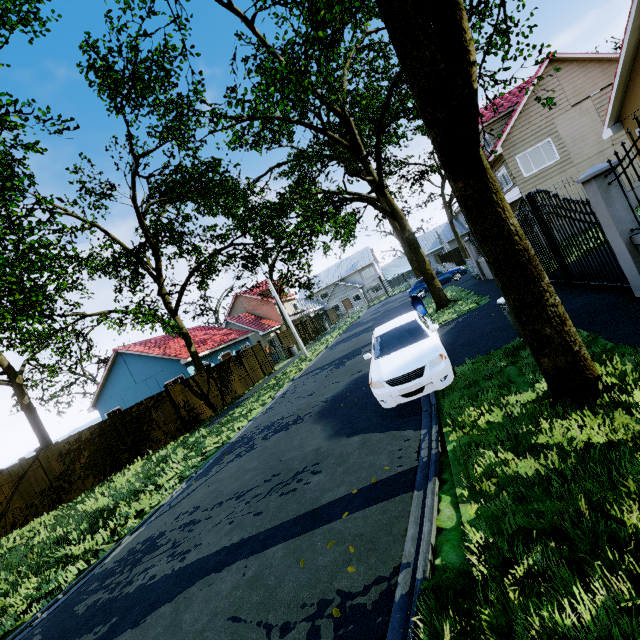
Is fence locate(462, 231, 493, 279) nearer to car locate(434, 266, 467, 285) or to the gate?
the gate

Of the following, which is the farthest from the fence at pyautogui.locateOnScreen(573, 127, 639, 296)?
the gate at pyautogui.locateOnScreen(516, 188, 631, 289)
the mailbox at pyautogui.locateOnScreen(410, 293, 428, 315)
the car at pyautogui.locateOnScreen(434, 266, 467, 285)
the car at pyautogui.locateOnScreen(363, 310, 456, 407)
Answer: the car at pyautogui.locateOnScreen(434, 266, 467, 285)

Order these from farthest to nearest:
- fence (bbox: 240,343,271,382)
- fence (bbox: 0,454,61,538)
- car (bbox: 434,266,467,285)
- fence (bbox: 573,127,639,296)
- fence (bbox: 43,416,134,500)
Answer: car (bbox: 434,266,467,285) < fence (bbox: 240,343,271,382) < fence (bbox: 43,416,134,500) < fence (bbox: 0,454,61,538) < fence (bbox: 573,127,639,296)

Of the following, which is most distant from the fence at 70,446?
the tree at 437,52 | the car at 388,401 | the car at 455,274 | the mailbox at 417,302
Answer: the car at 388,401

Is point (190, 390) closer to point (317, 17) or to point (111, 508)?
point (111, 508)

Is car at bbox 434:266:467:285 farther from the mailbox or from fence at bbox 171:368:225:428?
the mailbox

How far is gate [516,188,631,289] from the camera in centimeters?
654cm

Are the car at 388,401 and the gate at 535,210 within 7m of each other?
yes
